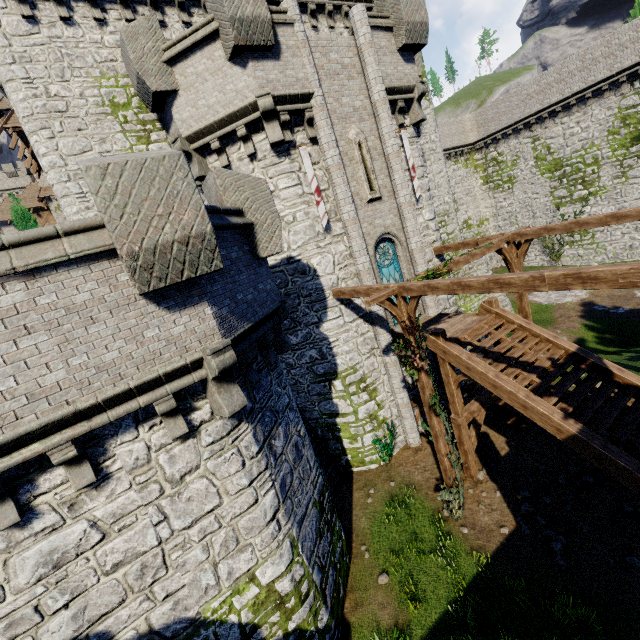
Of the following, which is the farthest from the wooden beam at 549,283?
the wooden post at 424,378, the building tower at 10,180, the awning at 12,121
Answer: the building tower at 10,180

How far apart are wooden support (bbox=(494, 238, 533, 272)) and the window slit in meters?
4.1

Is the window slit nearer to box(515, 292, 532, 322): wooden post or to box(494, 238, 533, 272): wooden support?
box(494, 238, 533, 272): wooden support

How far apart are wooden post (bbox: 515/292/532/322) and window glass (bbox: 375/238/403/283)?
4.0m

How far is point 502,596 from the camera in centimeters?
805cm

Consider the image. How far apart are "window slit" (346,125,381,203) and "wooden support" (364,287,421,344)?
4.28m

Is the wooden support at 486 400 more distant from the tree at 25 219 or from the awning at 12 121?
the awning at 12 121

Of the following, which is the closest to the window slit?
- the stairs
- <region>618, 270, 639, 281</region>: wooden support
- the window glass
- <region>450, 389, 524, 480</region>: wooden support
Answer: the window glass
